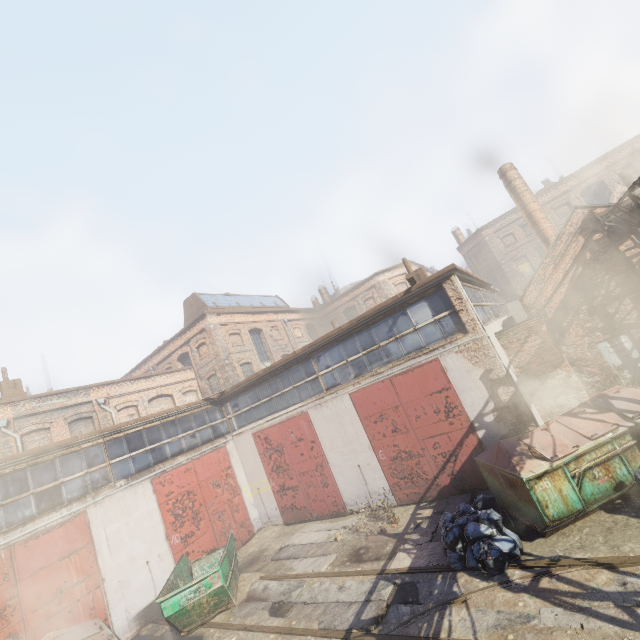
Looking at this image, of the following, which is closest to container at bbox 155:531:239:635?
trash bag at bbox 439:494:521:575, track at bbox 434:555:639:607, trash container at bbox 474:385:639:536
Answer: track at bbox 434:555:639:607

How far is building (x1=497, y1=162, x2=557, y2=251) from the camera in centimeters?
1889cm

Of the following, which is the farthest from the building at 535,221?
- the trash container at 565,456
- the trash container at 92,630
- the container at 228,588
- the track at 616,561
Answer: the trash container at 92,630

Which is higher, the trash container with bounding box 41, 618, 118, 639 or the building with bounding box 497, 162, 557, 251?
the building with bounding box 497, 162, 557, 251

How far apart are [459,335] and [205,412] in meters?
12.4

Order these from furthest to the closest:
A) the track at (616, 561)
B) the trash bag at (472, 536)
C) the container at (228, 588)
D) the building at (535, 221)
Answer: the building at (535, 221), the container at (228, 588), the trash bag at (472, 536), the track at (616, 561)

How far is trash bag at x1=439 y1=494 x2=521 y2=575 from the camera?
6.6m

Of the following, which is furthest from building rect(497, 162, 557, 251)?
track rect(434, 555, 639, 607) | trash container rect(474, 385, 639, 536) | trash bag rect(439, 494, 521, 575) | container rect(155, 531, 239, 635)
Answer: container rect(155, 531, 239, 635)
